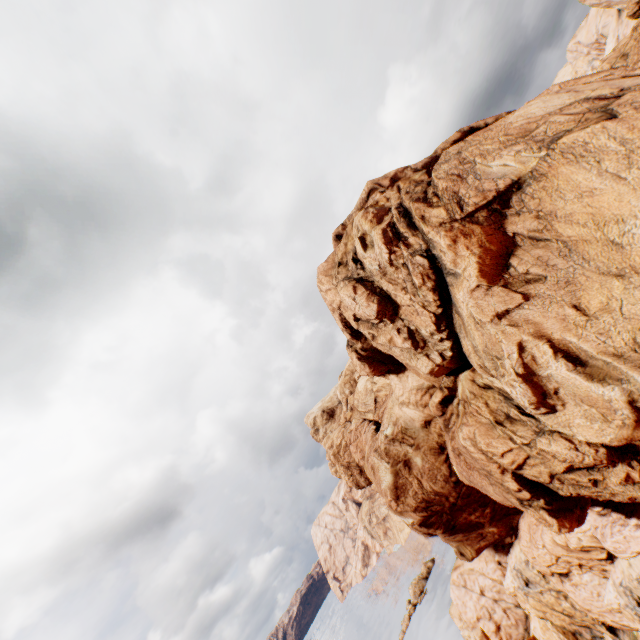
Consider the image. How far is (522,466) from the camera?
16.5 meters
